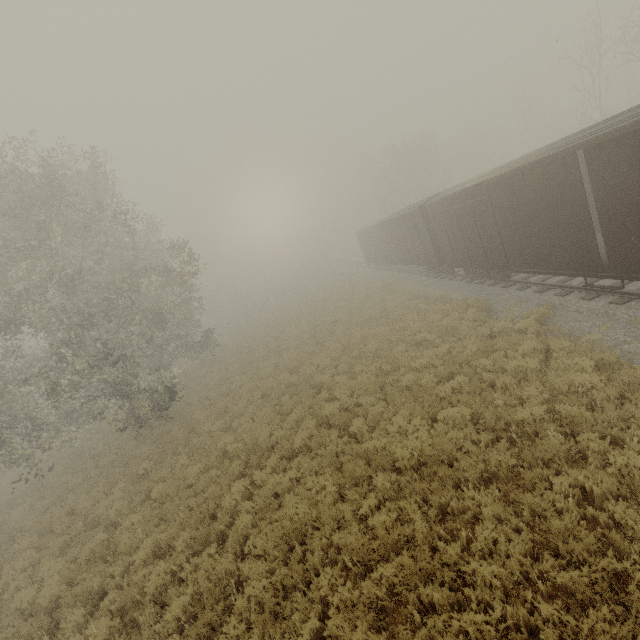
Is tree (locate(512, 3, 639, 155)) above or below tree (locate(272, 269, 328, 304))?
above

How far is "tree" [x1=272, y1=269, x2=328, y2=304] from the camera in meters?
51.0

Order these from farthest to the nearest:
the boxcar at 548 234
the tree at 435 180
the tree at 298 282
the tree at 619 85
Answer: the tree at 298 282, the tree at 435 180, the tree at 619 85, the boxcar at 548 234

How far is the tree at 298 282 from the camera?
51.0 meters

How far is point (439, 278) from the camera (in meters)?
21.03

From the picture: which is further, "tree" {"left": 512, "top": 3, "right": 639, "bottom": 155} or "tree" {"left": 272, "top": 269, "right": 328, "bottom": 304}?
"tree" {"left": 272, "top": 269, "right": 328, "bottom": 304}

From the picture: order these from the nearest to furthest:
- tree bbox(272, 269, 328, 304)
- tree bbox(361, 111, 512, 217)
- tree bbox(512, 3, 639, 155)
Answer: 1. tree bbox(512, 3, 639, 155)
2. tree bbox(361, 111, 512, 217)
3. tree bbox(272, 269, 328, 304)
